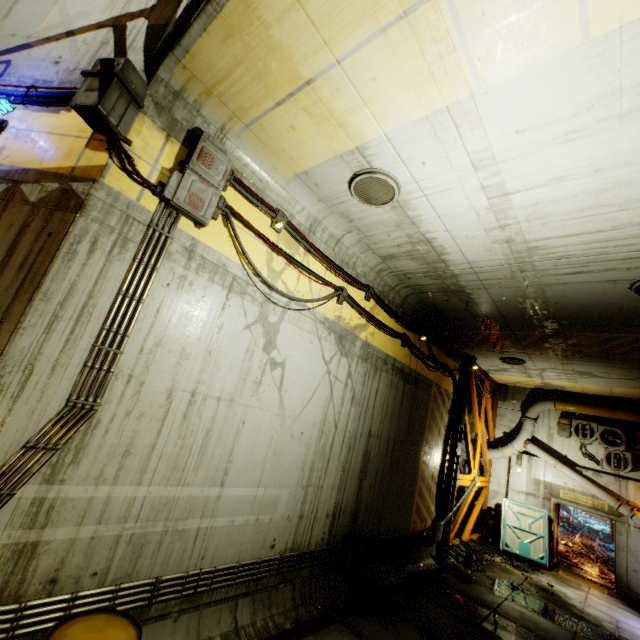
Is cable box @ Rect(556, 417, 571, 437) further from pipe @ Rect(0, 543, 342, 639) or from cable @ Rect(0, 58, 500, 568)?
pipe @ Rect(0, 543, 342, 639)

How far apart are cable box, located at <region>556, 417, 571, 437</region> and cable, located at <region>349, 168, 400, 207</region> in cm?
1420

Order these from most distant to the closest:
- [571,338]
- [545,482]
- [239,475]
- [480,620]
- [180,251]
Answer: [545,482], [571,338], [480,620], [239,475], [180,251]

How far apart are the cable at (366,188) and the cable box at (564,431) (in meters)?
14.20

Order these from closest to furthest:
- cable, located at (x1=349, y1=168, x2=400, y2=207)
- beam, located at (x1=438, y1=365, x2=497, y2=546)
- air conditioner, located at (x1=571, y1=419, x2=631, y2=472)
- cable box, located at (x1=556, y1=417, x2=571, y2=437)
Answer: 1. cable, located at (x1=349, y1=168, x2=400, y2=207)
2. beam, located at (x1=438, y1=365, x2=497, y2=546)
3. air conditioner, located at (x1=571, y1=419, x2=631, y2=472)
4. cable box, located at (x1=556, y1=417, x2=571, y2=437)

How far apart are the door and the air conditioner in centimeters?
285cm

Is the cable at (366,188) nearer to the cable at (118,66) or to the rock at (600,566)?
the cable at (118,66)

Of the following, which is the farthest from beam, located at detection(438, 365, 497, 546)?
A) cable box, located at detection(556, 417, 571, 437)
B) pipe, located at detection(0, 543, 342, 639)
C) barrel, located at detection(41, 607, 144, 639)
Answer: barrel, located at detection(41, 607, 144, 639)
